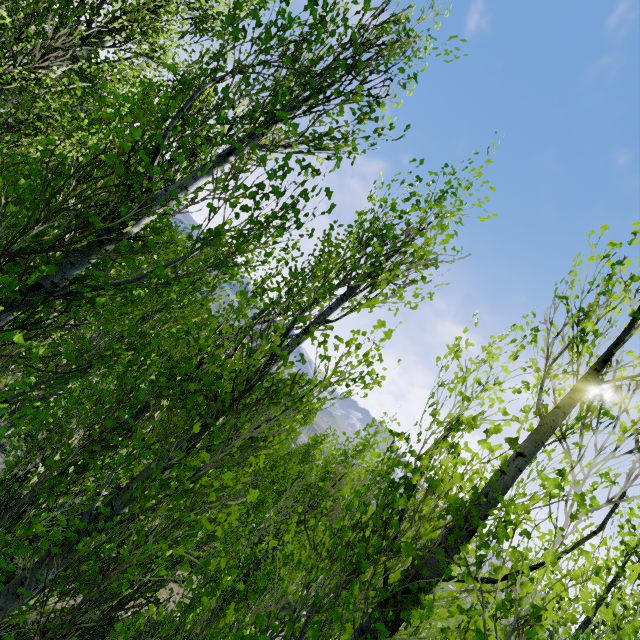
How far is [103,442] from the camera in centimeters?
388cm
